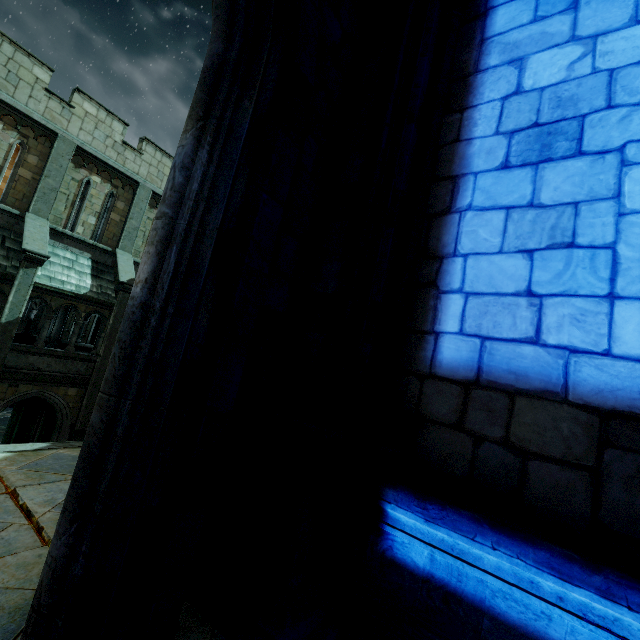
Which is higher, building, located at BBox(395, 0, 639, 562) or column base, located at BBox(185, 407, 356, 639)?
building, located at BBox(395, 0, 639, 562)

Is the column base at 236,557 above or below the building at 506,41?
below

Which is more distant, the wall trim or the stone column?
the stone column

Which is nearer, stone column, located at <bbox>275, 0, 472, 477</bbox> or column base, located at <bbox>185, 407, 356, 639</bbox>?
column base, located at <bbox>185, 407, 356, 639</bbox>

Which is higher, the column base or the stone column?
the stone column

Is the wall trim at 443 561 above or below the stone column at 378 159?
below

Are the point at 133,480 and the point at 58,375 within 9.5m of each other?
no

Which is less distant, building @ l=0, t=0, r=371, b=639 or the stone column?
building @ l=0, t=0, r=371, b=639
